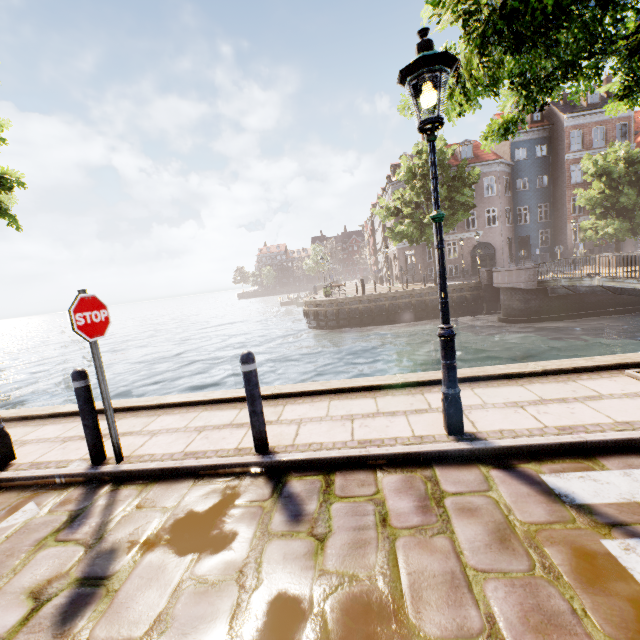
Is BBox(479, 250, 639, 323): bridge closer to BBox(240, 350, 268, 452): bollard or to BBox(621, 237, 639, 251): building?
BBox(621, 237, 639, 251): building

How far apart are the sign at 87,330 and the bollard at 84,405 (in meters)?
0.48

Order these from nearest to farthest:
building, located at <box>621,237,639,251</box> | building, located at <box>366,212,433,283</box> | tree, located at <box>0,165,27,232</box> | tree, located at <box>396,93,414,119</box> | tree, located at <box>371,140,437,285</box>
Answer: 1. tree, located at <box>396,93,414,119</box>
2. tree, located at <box>0,165,27,232</box>
3. tree, located at <box>371,140,437,285</box>
4. building, located at <box>621,237,639,251</box>
5. building, located at <box>366,212,433,283</box>

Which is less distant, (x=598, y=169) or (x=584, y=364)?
(x=584, y=364)

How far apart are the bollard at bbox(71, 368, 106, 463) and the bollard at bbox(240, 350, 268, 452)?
1.9m

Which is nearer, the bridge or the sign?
the sign

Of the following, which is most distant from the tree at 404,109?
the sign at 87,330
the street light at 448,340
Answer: the sign at 87,330

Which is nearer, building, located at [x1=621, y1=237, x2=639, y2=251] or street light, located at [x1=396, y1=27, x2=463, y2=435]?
street light, located at [x1=396, y1=27, x2=463, y2=435]
